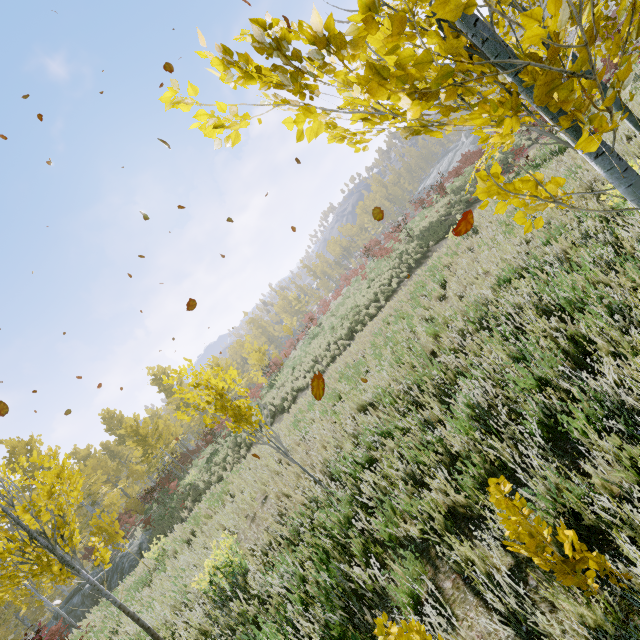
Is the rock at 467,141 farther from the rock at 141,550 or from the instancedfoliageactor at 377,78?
the rock at 141,550

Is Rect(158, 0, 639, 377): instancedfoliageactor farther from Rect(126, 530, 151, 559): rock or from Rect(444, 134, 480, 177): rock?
Rect(444, 134, 480, 177): rock

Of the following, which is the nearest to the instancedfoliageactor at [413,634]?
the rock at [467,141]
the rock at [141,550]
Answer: the rock at [141,550]

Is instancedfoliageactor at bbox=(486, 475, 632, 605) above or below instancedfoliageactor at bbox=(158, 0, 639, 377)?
below

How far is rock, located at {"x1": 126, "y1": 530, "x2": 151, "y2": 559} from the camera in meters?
16.4 m

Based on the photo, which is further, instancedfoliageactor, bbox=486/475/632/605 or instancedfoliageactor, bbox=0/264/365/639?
instancedfoliageactor, bbox=0/264/365/639

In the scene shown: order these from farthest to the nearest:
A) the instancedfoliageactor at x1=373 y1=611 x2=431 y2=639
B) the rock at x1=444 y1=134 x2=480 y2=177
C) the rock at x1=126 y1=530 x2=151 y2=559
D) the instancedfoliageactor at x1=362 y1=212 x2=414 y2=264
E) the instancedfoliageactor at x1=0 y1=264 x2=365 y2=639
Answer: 1. the rock at x1=444 y1=134 x2=480 y2=177
2. the instancedfoliageactor at x1=362 y1=212 x2=414 y2=264
3. the rock at x1=126 y1=530 x2=151 y2=559
4. the instancedfoliageactor at x1=0 y1=264 x2=365 y2=639
5. the instancedfoliageactor at x1=373 y1=611 x2=431 y2=639

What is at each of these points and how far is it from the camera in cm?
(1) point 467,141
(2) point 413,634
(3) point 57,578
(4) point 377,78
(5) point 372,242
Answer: (1) rock, 5856
(2) instancedfoliageactor, 163
(3) instancedfoliageactor, 2333
(4) instancedfoliageactor, 99
(5) instancedfoliageactor, 3162
